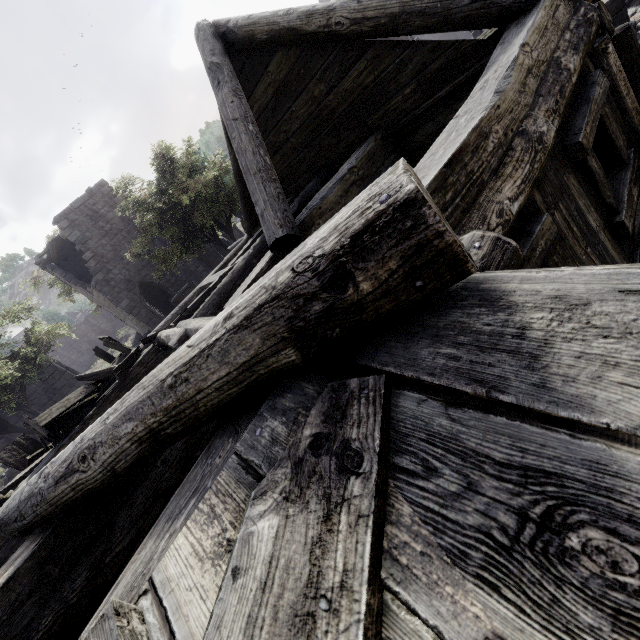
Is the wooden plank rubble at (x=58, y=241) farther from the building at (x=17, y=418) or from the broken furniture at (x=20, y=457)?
the broken furniture at (x=20, y=457)

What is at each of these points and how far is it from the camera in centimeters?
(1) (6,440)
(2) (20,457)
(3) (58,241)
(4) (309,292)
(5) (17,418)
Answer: (1) building, 1709cm
(2) broken furniture, 672cm
(3) wooden plank rubble, 2016cm
(4) building, 110cm
(5) building, 1742cm

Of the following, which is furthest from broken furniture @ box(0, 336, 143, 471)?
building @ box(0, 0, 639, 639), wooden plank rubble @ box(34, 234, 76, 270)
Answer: wooden plank rubble @ box(34, 234, 76, 270)

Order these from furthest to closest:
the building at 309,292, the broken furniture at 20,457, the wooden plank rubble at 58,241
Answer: the wooden plank rubble at 58,241, the broken furniture at 20,457, the building at 309,292

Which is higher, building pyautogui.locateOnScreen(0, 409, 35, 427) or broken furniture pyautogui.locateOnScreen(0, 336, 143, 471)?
building pyautogui.locateOnScreen(0, 409, 35, 427)

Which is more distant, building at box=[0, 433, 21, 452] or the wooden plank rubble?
the wooden plank rubble

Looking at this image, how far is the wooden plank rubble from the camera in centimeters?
1948cm

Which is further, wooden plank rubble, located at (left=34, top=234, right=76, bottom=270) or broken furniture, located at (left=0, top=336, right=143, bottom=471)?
wooden plank rubble, located at (left=34, top=234, right=76, bottom=270)
